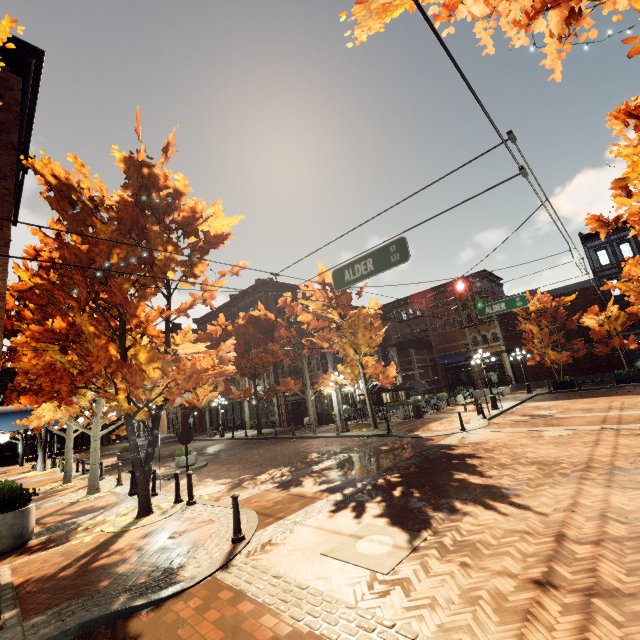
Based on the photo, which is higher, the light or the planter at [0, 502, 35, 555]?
the light

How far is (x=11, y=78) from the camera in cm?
948

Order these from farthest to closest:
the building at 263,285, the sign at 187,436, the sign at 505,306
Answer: the building at 263,285 < the sign at 505,306 < the sign at 187,436

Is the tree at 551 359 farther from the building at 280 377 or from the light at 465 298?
the light at 465 298

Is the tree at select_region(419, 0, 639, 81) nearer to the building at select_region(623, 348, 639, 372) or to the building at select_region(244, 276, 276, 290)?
the building at select_region(244, 276, 276, 290)

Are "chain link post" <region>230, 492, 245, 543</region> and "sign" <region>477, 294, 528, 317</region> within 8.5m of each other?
no

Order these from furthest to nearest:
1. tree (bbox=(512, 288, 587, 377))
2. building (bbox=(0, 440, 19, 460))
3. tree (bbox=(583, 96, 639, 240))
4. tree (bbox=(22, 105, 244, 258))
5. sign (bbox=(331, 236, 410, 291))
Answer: building (bbox=(0, 440, 19, 460)) < tree (bbox=(512, 288, 587, 377)) < tree (bbox=(22, 105, 244, 258)) < sign (bbox=(331, 236, 410, 291)) < tree (bbox=(583, 96, 639, 240))

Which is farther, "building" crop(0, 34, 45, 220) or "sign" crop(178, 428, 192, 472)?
"sign" crop(178, 428, 192, 472)
